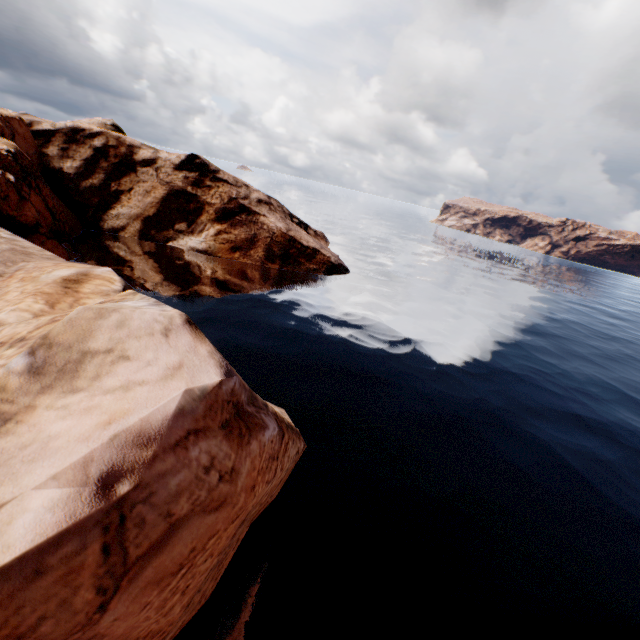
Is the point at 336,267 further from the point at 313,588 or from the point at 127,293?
the point at 127,293
